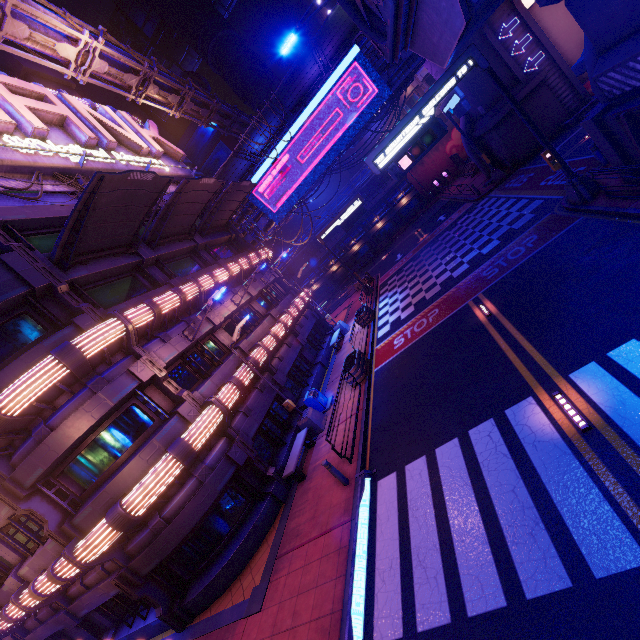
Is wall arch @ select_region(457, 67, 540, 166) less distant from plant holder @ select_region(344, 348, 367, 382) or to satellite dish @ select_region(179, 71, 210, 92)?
plant holder @ select_region(344, 348, 367, 382)

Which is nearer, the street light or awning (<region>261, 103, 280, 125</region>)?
the street light

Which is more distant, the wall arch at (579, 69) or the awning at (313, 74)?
the awning at (313, 74)

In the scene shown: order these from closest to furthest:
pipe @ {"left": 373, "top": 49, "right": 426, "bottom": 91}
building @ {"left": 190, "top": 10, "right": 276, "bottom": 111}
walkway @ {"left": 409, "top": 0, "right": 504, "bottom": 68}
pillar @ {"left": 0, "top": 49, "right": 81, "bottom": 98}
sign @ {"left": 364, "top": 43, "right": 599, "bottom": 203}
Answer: walkway @ {"left": 409, "top": 0, "right": 504, "bottom": 68} < sign @ {"left": 364, "top": 43, "right": 599, "bottom": 203} < pillar @ {"left": 0, "top": 49, "right": 81, "bottom": 98} < pipe @ {"left": 373, "top": 49, "right": 426, "bottom": 91} < building @ {"left": 190, "top": 10, "right": 276, "bottom": 111}

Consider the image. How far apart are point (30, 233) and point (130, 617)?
16.1m

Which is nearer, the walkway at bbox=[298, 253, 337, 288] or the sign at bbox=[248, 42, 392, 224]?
the sign at bbox=[248, 42, 392, 224]

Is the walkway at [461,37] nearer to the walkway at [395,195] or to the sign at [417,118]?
the sign at [417,118]

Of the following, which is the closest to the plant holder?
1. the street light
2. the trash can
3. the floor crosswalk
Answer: the trash can
